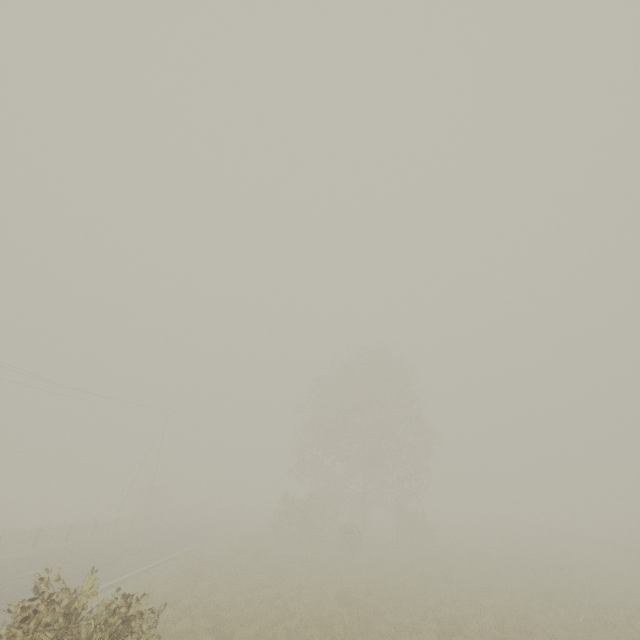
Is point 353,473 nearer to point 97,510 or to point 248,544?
point 248,544
